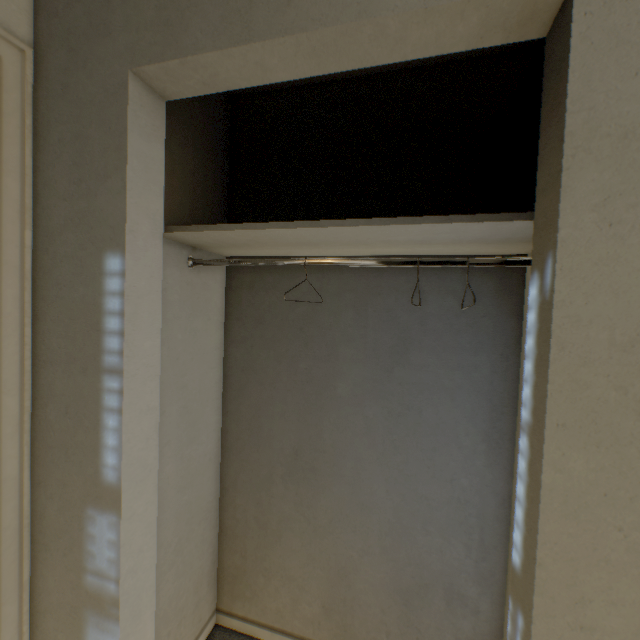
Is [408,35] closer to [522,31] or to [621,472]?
[522,31]
